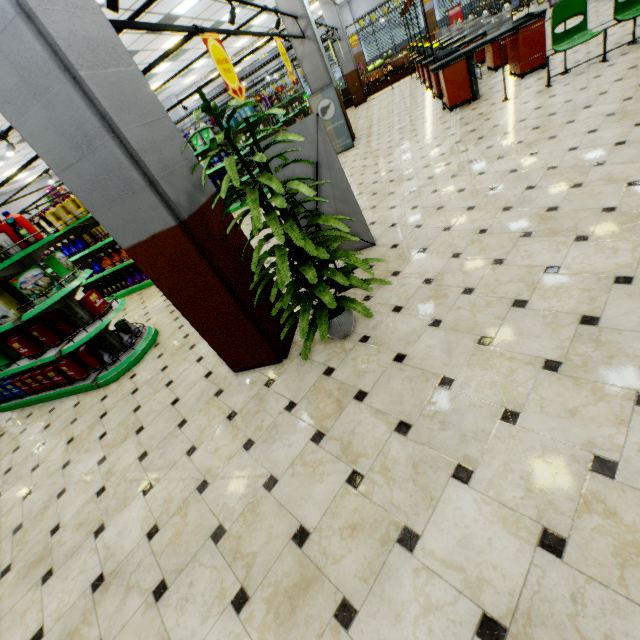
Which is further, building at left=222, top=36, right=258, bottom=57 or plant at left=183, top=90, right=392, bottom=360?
building at left=222, top=36, right=258, bottom=57

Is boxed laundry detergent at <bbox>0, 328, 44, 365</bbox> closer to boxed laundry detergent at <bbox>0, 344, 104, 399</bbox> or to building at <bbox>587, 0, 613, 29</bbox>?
boxed laundry detergent at <bbox>0, 344, 104, 399</bbox>

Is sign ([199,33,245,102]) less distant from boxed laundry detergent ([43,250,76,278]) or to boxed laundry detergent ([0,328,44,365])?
boxed laundry detergent ([43,250,76,278])

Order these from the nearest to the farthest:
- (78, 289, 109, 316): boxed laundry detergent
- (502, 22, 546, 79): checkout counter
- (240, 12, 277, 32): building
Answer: (78, 289, 109, 316): boxed laundry detergent, (502, 22, 546, 79): checkout counter, (240, 12, 277, 32): building

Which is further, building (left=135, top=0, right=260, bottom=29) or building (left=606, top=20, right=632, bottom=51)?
Result: building (left=135, top=0, right=260, bottom=29)

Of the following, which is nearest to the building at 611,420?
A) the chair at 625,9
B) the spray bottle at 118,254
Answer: the chair at 625,9

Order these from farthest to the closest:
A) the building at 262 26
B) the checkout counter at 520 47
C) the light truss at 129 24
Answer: the building at 262 26 < the checkout counter at 520 47 < the light truss at 129 24

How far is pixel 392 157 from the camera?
6.96m
